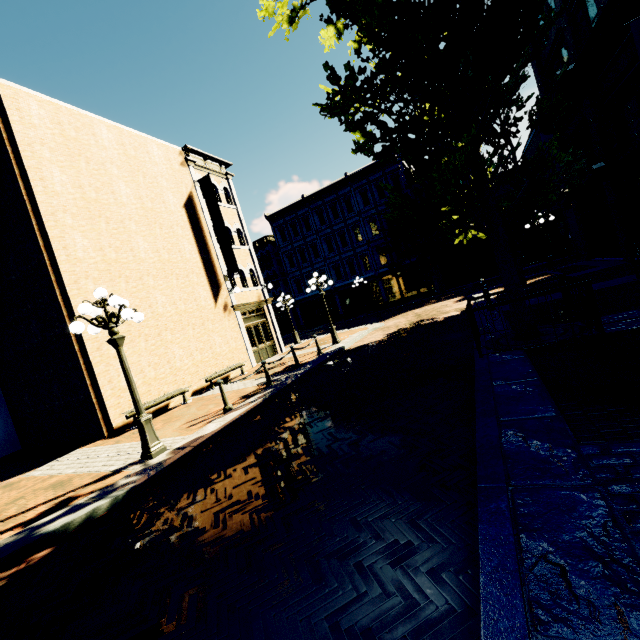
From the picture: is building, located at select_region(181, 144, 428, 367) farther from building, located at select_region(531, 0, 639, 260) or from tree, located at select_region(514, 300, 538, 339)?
building, located at select_region(531, 0, 639, 260)

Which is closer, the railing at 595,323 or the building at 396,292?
the railing at 595,323

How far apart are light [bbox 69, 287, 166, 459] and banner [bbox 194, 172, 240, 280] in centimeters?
921cm

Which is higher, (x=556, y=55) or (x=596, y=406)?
(x=556, y=55)

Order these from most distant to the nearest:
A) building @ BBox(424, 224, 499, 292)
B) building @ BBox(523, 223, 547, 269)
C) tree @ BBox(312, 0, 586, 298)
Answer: building @ BBox(424, 224, 499, 292) < building @ BBox(523, 223, 547, 269) < tree @ BBox(312, 0, 586, 298)

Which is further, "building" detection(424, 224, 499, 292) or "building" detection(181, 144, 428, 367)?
"building" detection(424, 224, 499, 292)

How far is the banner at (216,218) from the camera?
16.2 meters

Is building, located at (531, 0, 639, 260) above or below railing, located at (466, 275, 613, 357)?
above
